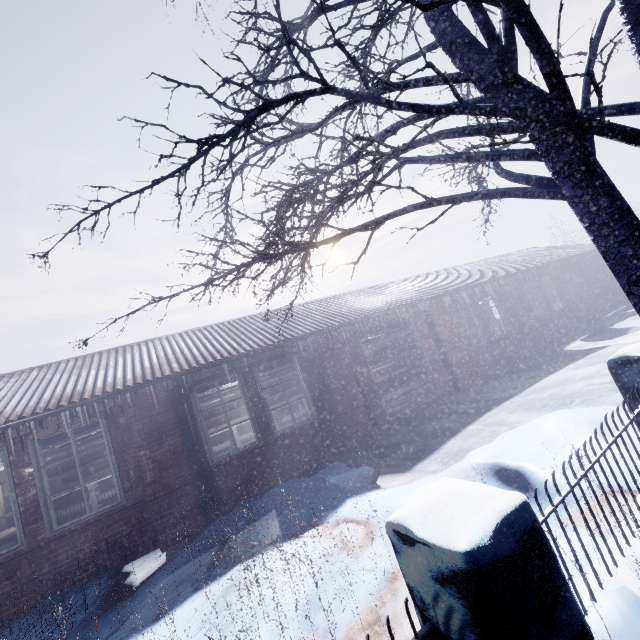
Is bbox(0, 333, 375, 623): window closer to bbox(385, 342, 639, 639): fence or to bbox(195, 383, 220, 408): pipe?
bbox(195, 383, 220, 408): pipe

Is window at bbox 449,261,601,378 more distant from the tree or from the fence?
the fence

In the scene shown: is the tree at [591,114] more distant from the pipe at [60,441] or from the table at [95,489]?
the table at [95,489]

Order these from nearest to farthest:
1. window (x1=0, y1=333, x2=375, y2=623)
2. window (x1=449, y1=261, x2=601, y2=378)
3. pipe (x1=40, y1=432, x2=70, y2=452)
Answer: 1. window (x1=0, y1=333, x2=375, y2=623)
2. pipe (x1=40, y1=432, x2=70, y2=452)
3. window (x1=449, y1=261, x2=601, y2=378)

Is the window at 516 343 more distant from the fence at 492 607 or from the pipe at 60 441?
the fence at 492 607

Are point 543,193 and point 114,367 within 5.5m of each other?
no

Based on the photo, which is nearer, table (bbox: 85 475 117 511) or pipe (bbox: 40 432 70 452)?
pipe (bbox: 40 432 70 452)

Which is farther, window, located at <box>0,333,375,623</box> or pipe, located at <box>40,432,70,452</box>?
pipe, located at <box>40,432,70,452</box>
